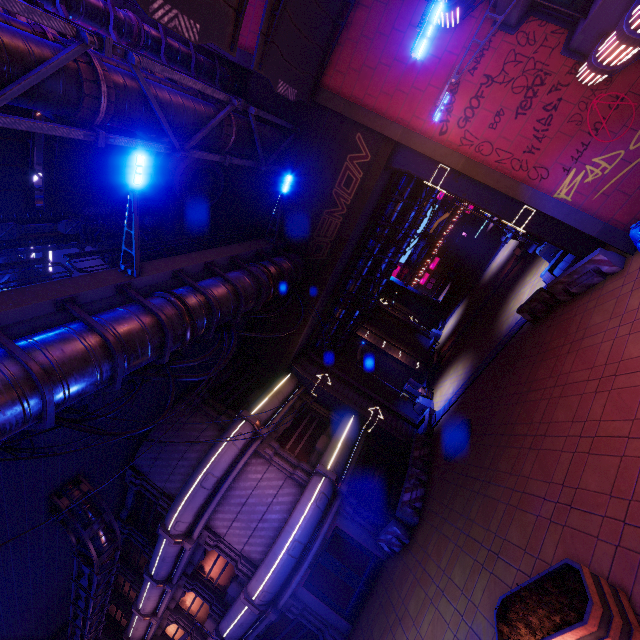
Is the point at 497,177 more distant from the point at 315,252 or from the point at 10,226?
the point at 10,226

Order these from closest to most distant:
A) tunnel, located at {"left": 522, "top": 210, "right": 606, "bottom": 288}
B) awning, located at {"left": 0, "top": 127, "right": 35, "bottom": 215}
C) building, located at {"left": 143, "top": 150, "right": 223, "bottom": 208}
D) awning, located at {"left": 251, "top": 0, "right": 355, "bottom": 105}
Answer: awning, located at {"left": 251, "top": 0, "right": 355, "bottom": 105} → awning, located at {"left": 0, "top": 127, "right": 35, "bottom": 215} → tunnel, located at {"left": 522, "top": 210, "right": 606, "bottom": 288} → building, located at {"left": 143, "top": 150, "right": 223, "bottom": 208}

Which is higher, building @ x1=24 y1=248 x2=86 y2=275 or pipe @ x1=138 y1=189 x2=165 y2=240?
building @ x1=24 y1=248 x2=86 y2=275

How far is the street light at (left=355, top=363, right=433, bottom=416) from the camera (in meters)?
21.02

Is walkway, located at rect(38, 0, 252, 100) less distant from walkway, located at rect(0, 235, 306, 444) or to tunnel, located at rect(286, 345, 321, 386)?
walkway, located at rect(0, 235, 306, 444)

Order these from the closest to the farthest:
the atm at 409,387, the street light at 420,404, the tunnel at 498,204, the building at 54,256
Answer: the tunnel at 498,204
the street light at 420,404
the atm at 409,387
the building at 54,256

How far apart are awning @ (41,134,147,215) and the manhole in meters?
18.8

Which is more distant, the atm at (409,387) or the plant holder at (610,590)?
the atm at (409,387)
